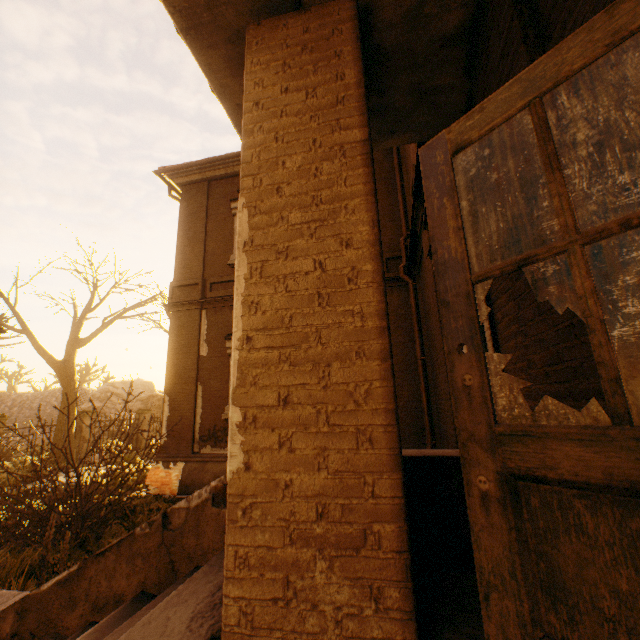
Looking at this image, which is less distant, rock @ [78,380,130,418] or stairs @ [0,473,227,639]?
stairs @ [0,473,227,639]

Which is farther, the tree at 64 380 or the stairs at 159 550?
the tree at 64 380

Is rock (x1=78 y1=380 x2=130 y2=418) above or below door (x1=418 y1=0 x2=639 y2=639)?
above

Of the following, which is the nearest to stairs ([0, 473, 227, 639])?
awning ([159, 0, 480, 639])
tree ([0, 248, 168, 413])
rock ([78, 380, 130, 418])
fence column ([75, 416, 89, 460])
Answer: awning ([159, 0, 480, 639])

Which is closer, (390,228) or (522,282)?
(522,282)

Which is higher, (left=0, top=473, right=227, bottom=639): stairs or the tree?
the tree

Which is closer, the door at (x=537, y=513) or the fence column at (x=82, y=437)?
the door at (x=537, y=513)

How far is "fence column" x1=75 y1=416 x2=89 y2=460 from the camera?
15.6m
